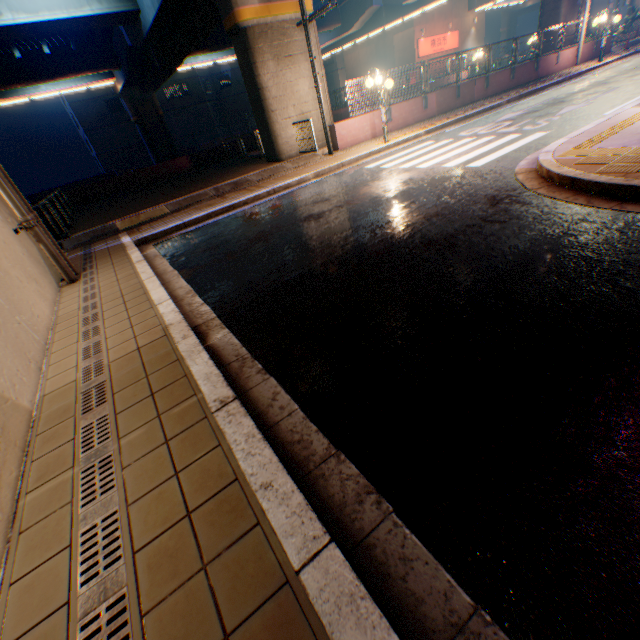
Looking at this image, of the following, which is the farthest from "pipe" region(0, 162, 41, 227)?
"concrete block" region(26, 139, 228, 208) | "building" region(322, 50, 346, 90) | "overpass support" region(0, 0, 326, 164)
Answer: "building" region(322, 50, 346, 90)

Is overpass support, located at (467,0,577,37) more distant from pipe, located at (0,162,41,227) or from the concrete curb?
pipe, located at (0,162,41,227)

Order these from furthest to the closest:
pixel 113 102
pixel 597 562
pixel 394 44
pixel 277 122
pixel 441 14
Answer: pixel 113 102 → pixel 394 44 → pixel 441 14 → pixel 277 122 → pixel 597 562

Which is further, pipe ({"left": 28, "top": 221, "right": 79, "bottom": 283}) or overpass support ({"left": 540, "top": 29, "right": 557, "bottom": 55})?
overpass support ({"left": 540, "top": 29, "right": 557, "bottom": 55})

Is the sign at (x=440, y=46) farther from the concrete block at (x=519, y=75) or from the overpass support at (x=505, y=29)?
the concrete block at (x=519, y=75)

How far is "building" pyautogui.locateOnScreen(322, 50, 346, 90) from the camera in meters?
55.3 m

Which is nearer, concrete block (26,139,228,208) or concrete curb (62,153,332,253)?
concrete curb (62,153,332,253)

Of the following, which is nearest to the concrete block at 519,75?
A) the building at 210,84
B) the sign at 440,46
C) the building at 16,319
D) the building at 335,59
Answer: the building at 16,319
